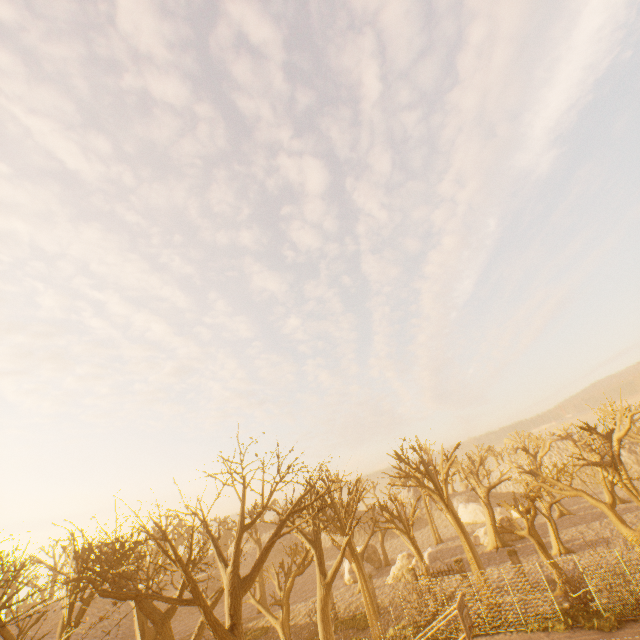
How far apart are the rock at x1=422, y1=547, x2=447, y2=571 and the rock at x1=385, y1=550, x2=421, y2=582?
0.4m

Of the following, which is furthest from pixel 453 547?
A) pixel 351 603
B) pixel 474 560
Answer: pixel 474 560

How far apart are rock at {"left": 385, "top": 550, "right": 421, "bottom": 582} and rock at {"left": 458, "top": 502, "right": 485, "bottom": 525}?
23.8m

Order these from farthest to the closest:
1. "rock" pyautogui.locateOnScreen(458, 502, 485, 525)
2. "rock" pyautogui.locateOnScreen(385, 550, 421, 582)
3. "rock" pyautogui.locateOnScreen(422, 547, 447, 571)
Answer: "rock" pyautogui.locateOnScreen(458, 502, 485, 525) < "rock" pyautogui.locateOnScreen(385, 550, 421, 582) < "rock" pyautogui.locateOnScreen(422, 547, 447, 571)

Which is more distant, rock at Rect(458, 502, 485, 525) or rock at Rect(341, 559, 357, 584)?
rock at Rect(458, 502, 485, 525)

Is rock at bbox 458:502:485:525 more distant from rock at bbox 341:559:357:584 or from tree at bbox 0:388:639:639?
rock at bbox 341:559:357:584

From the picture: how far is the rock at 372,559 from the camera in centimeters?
3884cm

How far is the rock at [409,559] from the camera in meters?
32.5 m
